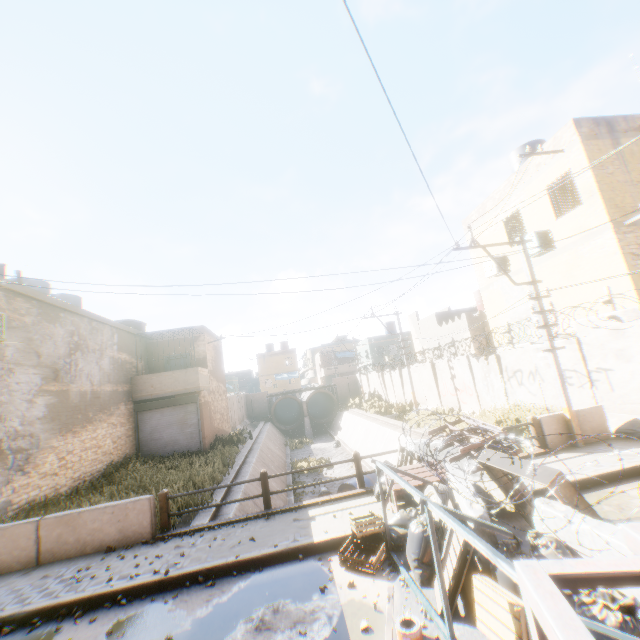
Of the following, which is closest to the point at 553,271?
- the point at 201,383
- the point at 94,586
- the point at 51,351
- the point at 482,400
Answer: the point at 482,400

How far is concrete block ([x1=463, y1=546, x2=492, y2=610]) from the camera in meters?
3.9 m

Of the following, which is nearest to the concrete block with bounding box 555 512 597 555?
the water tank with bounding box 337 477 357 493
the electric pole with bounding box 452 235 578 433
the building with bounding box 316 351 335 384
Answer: the electric pole with bounding box 452 235 578 433

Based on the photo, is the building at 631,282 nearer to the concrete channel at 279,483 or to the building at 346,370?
the concrete channel at 279,483

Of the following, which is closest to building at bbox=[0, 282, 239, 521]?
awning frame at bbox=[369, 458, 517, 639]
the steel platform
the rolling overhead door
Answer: the rolling overhead door

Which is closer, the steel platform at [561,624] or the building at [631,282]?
the steel platform at [561,624]

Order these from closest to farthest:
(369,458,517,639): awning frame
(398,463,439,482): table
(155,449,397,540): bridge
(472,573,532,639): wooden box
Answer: (369,458,517,639): awning frame
(472,573,532,639): wooden box
(398,463,439,482): table
(155,449,397,540): bridge

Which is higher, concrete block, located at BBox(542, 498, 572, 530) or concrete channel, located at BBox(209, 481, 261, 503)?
concrete block, located at BBox(542, 498, 572, 530)
